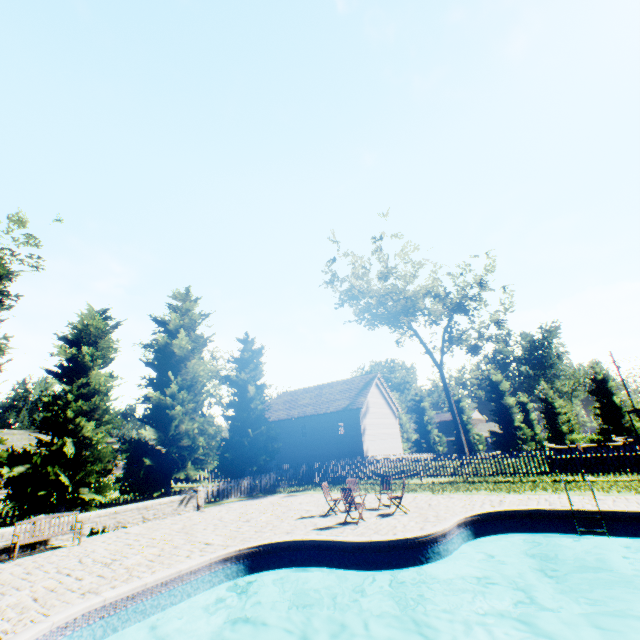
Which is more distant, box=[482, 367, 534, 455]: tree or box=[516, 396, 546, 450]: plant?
box=[516, 396, 546, 450]: plant

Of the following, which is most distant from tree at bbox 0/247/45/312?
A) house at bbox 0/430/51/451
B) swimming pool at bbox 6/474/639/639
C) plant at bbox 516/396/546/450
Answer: swimming pool at bbox 6/474/639/639

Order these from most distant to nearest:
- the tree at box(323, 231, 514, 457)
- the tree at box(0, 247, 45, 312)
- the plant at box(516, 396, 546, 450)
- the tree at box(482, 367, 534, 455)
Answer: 1. the plant at box(516, 396, 546, 450)
2. the tree at box(482, 367, 534, 455)
3. the tree at box(323, 231, 514, 457)
4. the tree at box(0, 247, 45, 312)

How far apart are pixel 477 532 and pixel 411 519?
2.1m

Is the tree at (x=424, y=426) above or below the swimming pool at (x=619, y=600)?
above

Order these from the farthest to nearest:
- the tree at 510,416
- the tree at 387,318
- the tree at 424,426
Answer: the tree at 424,426
the tree at 510,416
the tree at 387,318

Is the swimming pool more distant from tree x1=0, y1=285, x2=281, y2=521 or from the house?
the house

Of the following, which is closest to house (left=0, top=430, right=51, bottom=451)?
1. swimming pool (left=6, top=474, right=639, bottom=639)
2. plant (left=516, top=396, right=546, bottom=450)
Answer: swimming pool (left=6, top=474, right=639, bottom=639)
